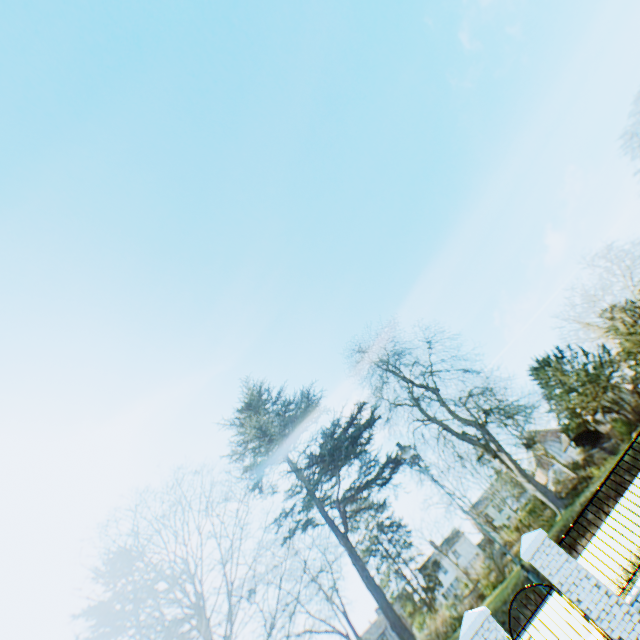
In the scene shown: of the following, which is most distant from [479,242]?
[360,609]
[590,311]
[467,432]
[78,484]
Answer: [78,484]
